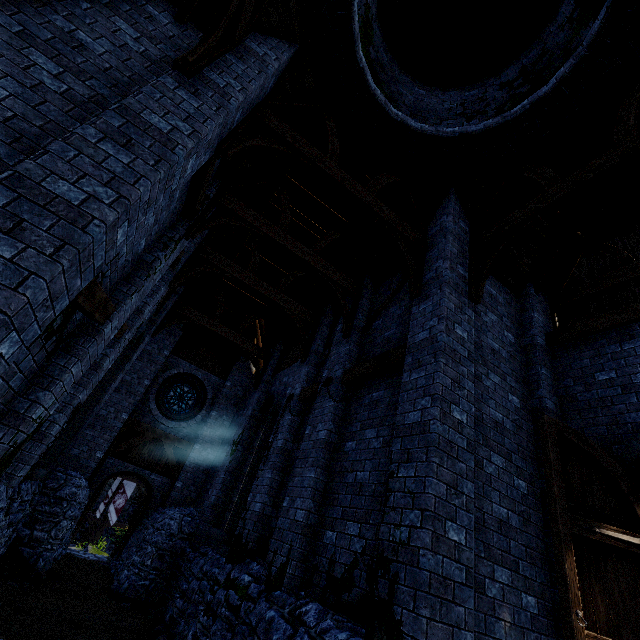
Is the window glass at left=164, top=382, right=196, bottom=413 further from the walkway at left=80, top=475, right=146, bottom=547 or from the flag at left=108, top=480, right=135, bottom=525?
the flag at left=108, top=480, right=135, bottom=525

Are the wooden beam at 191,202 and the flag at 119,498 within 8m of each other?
no

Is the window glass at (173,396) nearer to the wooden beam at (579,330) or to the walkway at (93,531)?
the walkway at (93,531)

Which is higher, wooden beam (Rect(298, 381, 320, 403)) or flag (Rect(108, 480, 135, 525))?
wooden beam (Rect(298, 381, 320, 403))

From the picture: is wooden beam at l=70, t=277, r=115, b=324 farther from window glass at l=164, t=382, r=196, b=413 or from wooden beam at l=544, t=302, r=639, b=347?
window glass at l=164, t=382, r=196, b=413

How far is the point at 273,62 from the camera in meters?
5.6

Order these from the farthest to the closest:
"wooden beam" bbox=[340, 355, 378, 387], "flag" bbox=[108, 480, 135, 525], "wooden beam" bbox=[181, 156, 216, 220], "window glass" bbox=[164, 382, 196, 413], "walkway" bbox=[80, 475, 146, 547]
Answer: "walkway" bbox=[80, 475, 146, 547] → "flag" bbox=[108, 480, 135, 525] → "window glass" bbox=[164, 382, 196, 413] → "wooden beam" bbox=[340, 355, 378, 387] → "wooden beam" bbox=[181, 156, 216, 220]

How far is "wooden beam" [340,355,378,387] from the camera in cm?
655
